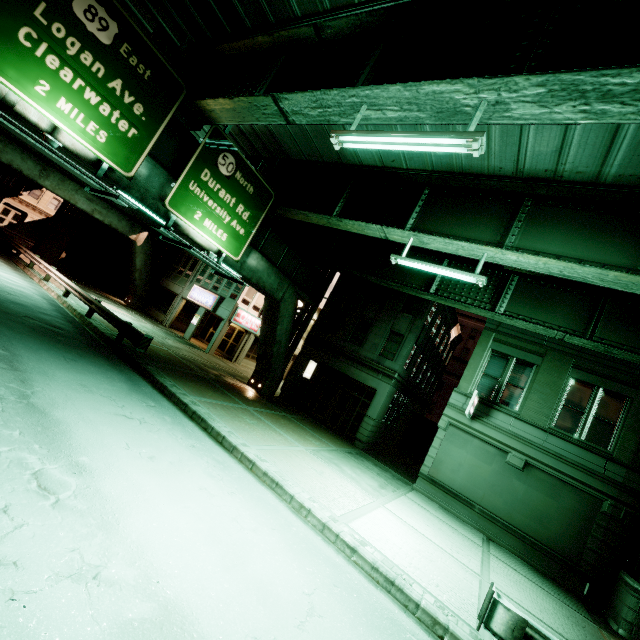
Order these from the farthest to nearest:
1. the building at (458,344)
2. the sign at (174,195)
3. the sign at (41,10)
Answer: the building at (458,344) → the sign at (174,195) → the sign at (41,10)

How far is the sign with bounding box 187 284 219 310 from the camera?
26.6 meters

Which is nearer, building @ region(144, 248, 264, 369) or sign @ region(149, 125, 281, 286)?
sign @ region(149, 125, 281, 286)

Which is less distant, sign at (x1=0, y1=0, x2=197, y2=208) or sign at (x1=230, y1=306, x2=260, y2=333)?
sign at (x1=0, y1=0, x2=197, y2=208)

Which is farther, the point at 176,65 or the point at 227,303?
the point at 227,303

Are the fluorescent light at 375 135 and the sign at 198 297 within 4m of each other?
no

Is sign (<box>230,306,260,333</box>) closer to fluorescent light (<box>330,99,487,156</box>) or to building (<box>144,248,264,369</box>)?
building (<box>144,248,264,369</box>)

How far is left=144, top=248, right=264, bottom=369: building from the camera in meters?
26.7
